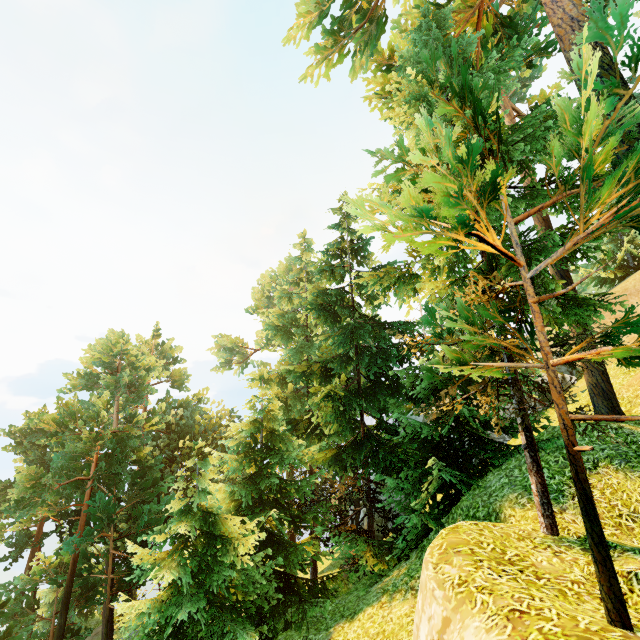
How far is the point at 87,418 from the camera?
19.22m
